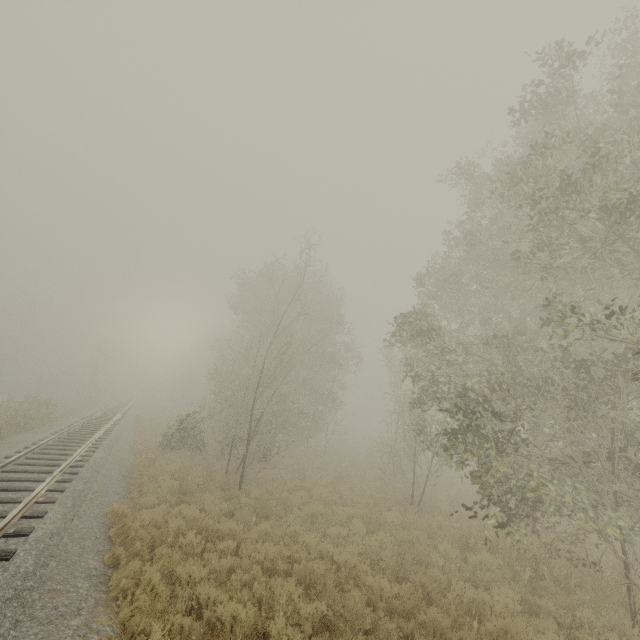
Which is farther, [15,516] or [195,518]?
[195,518]
